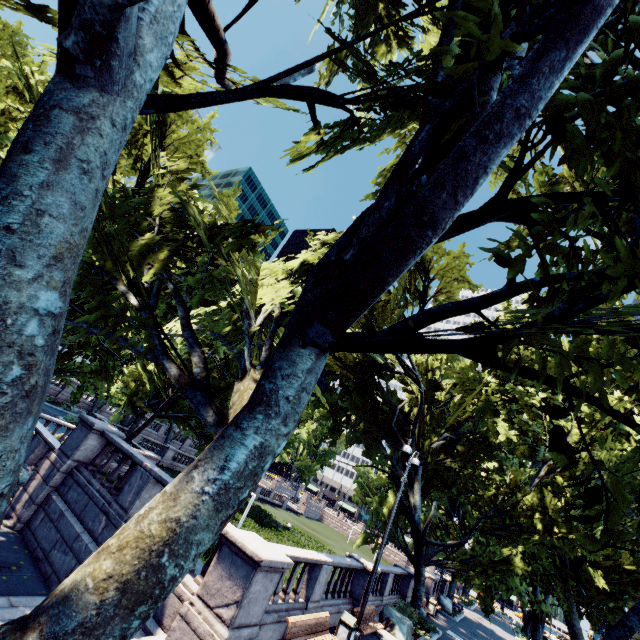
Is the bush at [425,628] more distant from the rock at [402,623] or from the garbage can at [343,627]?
the garbage can at [343,627]

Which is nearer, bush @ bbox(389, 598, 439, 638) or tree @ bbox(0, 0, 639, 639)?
tree @ bbox(0, 0, 639, 639)

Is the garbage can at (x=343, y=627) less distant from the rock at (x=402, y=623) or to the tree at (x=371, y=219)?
the rock at (x=402, y=623)

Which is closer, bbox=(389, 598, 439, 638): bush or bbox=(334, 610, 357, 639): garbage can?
bbox=(334, 610, 357, 639): garbage can

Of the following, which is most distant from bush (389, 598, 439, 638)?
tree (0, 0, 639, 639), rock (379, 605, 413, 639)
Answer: tree (0, 0, 639, 639)

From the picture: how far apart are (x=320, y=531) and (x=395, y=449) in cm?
4407

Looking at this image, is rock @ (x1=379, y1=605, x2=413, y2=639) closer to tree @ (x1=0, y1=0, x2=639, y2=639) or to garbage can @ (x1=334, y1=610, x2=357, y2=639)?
tree @ (x1=0, y1=0, x2=639, y2=639)

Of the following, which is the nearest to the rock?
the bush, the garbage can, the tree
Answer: the bush
